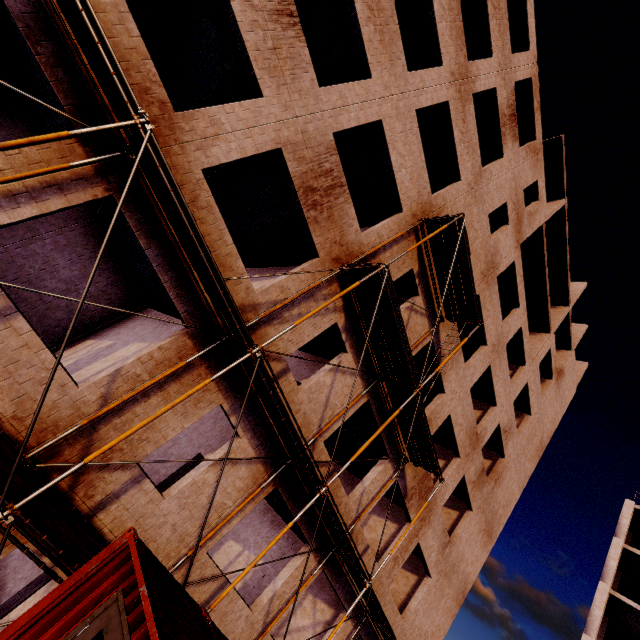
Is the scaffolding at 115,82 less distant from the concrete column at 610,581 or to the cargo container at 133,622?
the cargo container at 133,622

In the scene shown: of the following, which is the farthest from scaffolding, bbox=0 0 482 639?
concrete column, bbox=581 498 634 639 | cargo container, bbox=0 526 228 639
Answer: concrete column, bbox=581 498 634 639

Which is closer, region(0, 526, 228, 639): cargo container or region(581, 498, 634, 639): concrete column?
region(0, 526, 228, 639): cargo container

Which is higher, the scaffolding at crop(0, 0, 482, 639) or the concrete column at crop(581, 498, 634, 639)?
the concrete column at crop(581, 498, 634, 639)

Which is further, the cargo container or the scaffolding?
the scaffolding

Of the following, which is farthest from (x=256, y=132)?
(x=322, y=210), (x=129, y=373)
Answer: (x=129, y=373)

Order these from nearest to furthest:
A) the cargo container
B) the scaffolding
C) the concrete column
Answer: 1. the cargo container
2. the scaffolding
3. the concrete column
